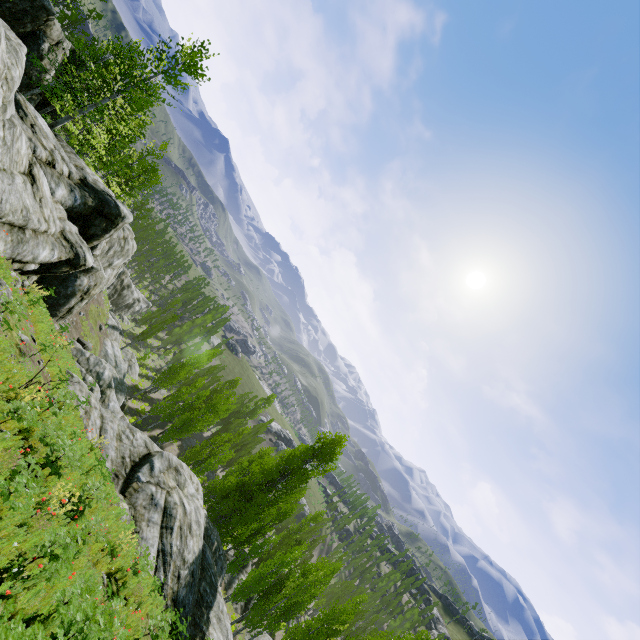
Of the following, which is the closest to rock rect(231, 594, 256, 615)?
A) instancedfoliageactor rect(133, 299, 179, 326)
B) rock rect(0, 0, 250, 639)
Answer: instancedfoliageactor rect(133, 299, 179, 326)

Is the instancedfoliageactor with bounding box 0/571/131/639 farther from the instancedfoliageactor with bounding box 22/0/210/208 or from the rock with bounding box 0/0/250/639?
the instancedfoliageactor with bounding box 22/0/210/208

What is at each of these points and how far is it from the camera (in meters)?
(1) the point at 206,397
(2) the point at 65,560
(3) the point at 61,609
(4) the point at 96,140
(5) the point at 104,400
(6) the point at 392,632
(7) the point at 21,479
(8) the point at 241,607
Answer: (1) instancedfoliageactor, 49.88
(2) instancedfoliageactor, 6.73
(3) instancedfoliageactor, 6.03
(4) instancedfoliageactor, 19.70
(5) rock, 24.97
(6) instancedfoliageactor, 20.31
(7) instancedfoliageactor, 6.29
(8) rock, 31.12

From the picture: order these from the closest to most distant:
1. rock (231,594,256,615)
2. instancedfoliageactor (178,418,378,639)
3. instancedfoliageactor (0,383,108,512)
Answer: instancedfoliageactor (0,383,108,512)
instancedfoliageactor (178,418,378,639)
rock (231,594,256,615)

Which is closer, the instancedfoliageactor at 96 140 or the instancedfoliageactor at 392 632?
the instancedfoliageactor at 96 140

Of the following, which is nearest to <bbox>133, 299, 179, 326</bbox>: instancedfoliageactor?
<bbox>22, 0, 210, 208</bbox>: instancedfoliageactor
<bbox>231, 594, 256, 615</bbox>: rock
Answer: <bbox>231, 594, 256, 615</bbox>: rock

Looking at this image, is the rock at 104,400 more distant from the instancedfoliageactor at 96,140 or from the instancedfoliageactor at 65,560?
the instancedfoliageactor at 96,140

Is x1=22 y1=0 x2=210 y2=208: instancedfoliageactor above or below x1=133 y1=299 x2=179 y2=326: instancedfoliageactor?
above
